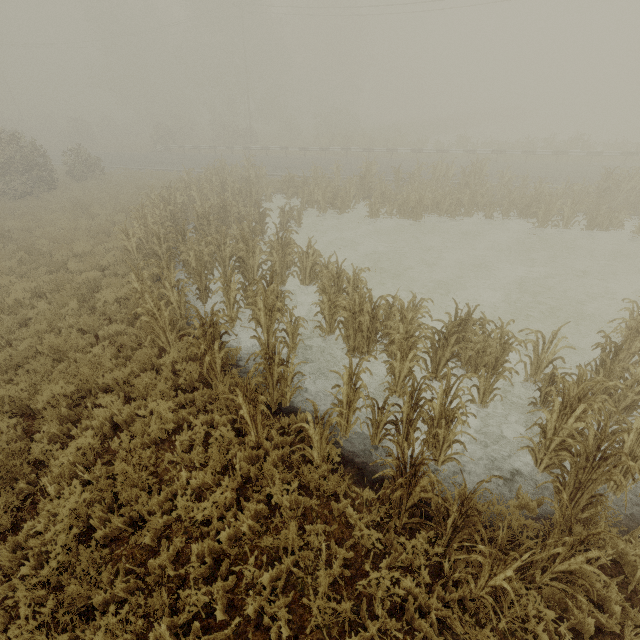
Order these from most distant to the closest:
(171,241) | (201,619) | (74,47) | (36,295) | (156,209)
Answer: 1. (74,47)
2. (156,209)
3. (171,241)
4. (36,295)
5. (201,619)

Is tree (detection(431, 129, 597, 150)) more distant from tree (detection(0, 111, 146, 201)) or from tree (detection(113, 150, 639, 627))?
tree (detection(0, 111, 146, 201))

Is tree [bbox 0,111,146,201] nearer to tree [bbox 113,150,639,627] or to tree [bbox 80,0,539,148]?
tree [bbox 80,0,539,148]

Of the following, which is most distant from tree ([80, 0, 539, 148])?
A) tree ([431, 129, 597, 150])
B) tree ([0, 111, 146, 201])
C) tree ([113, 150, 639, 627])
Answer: tree ([113, 150, 639, 627])

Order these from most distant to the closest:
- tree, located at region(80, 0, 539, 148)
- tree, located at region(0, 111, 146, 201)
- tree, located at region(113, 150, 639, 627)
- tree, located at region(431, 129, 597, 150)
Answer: tree, located at region(80, 0, 539, 148)
tree, located at region(431, 129, 597, 150)
tree, located at region(0, 111, 146, 201)
tree, located at region(113, 150, 639, 627)

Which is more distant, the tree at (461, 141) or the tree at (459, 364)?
the tree at (461, 141)

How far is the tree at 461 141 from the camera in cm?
2372
